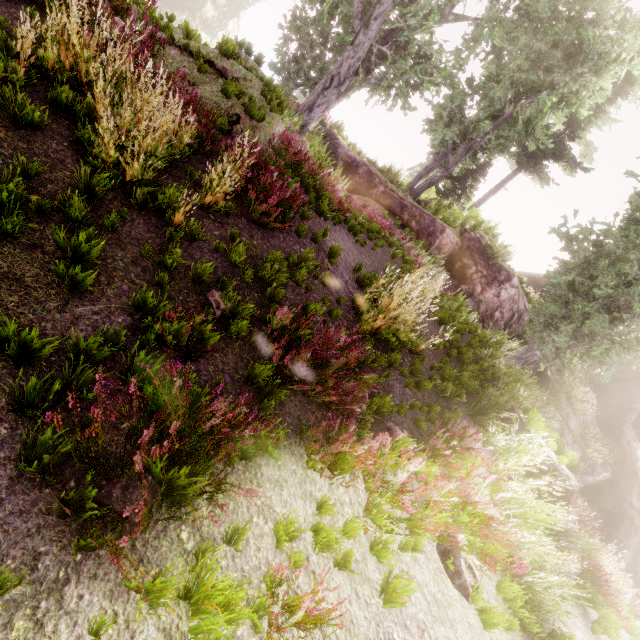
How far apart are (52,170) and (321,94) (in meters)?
14.47

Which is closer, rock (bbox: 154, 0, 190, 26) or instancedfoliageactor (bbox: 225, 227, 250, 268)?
instancedfoliageactor (bbox: 225, 227, 250, 268)

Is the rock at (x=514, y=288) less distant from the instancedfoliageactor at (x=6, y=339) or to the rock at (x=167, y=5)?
the instancedfoliageactor at (x=6, y=339)

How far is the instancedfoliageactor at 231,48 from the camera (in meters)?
7.29

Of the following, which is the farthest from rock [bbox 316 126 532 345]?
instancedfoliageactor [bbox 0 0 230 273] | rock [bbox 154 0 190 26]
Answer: rock [bbox 154 0 190 26]

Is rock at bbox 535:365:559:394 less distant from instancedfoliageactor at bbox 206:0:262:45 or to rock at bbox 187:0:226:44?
instancedfoliageactor at bbox 206:0:262:45
